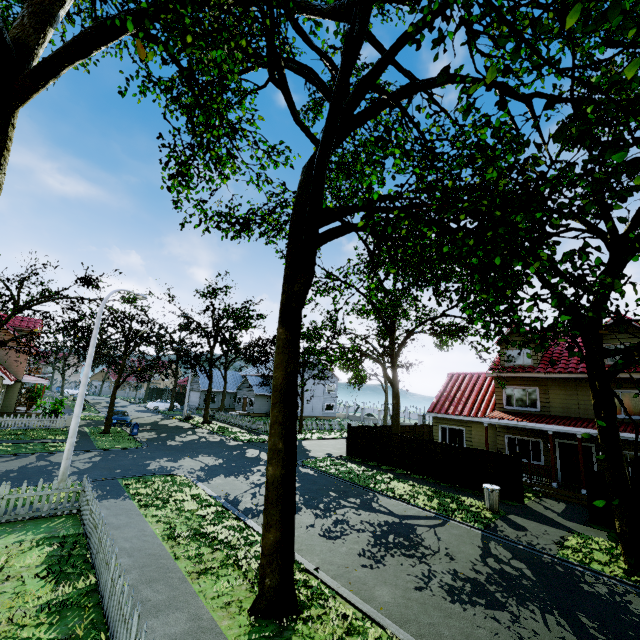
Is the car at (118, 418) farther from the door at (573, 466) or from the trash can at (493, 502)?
the door at (573, 466)

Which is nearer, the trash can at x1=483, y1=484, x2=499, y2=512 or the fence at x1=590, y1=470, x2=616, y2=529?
the fence at x1=590, y1=470, x2=616, y2=529

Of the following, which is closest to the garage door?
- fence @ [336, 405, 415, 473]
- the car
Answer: fence @ [336, 405, 415, 473]

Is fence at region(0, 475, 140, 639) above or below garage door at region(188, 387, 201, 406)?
below

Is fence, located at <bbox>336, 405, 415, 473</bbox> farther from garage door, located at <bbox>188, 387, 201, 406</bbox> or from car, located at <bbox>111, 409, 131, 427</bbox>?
garage door, located at <bbox>188, 387, 201, 406</bbox>

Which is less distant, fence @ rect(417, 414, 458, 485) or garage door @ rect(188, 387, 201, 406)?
fence @ rect(417, 414, 458, 485)

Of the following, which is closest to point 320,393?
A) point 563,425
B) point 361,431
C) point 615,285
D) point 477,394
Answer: point 361,431

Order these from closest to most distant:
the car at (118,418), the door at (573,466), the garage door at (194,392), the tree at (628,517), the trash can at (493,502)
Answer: the tree at (628,517) → the trash can at (493,502) → the door at (573,466) → the car at (118,418) → the garage door at (194,392)
